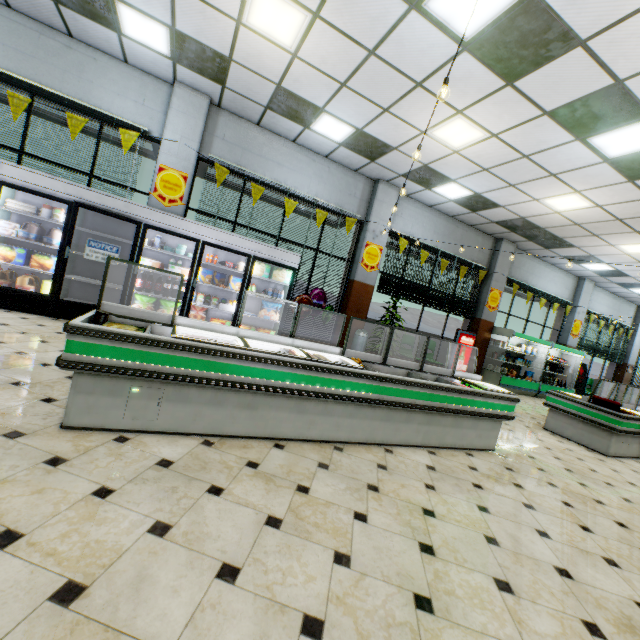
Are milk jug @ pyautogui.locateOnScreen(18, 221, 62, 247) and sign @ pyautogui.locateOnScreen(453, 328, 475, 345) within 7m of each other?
no

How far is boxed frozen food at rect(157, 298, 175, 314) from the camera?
6.2m

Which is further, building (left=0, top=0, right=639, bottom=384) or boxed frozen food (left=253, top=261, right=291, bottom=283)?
boxed frozen food (left=253, top=261, right=291, bottom=283)

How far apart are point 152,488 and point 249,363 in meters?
1.1

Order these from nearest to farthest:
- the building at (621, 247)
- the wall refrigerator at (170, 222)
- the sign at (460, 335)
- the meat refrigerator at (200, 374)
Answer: the meat refrigerator at (200, 374), the building at (621, 247), the wall refrigerator at (170, 222), the sign at (460, 335)

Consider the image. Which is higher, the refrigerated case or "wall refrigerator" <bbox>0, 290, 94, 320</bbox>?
the refrigerated case

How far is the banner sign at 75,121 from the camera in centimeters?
586cm

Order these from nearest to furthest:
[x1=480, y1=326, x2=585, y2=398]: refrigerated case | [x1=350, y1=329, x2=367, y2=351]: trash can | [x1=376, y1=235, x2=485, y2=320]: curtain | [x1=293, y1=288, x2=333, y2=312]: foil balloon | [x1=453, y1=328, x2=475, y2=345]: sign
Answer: [x1=293, y1=288, x2=333, y2=312]: foil balloon
[x1=350, y1=329, x2=367, y2=351]: trash can
[x1=376, y1=235, x2=485, y2=320]: curtain
[x1=453, y1=328, x2=475, y2=345]: sign
[x1=480, y1=326, x2=585, y2=398]: refrigerated case
